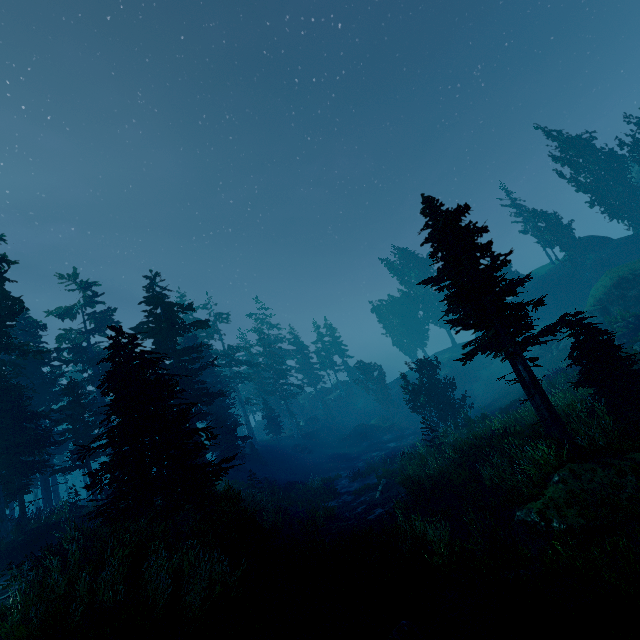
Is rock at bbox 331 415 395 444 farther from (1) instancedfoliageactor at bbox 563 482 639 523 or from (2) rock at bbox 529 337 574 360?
(2) rock at bbox 529 337 574 360

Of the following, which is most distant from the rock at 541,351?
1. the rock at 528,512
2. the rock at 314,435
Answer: the rock at 528,512

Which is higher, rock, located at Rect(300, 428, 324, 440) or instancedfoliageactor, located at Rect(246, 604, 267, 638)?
rock, located at Rect(300, 428, 324, 440)

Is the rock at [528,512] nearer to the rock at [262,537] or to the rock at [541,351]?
the rock at [262,537]

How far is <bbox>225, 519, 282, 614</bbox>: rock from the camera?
8.9 meters

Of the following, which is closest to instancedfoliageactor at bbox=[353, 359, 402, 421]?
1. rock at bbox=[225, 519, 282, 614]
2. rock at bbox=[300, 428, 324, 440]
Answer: rock at bbox=[225, 519, 282, 614]

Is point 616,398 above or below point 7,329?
below

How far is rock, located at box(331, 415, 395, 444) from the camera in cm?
4675
